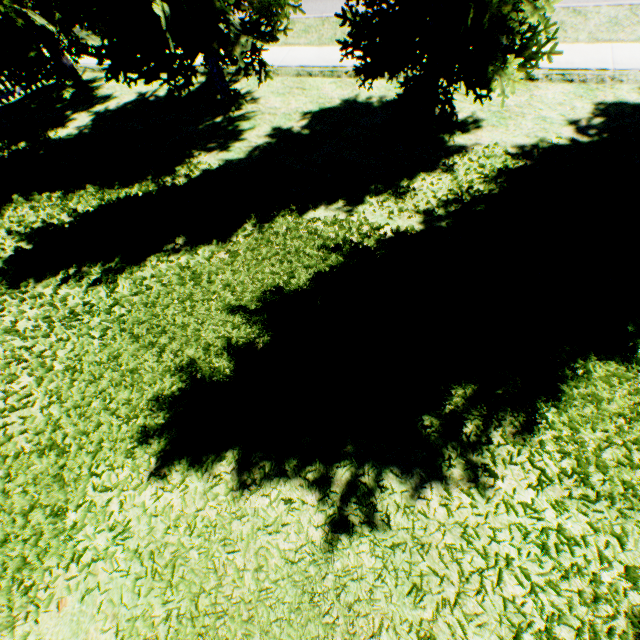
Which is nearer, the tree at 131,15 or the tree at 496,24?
the tree at 496,24

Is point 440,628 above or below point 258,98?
above

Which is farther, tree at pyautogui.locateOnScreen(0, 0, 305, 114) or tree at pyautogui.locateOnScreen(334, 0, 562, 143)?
tree at pyautogui.locateOnScreen(0, 0, 305, 114)
